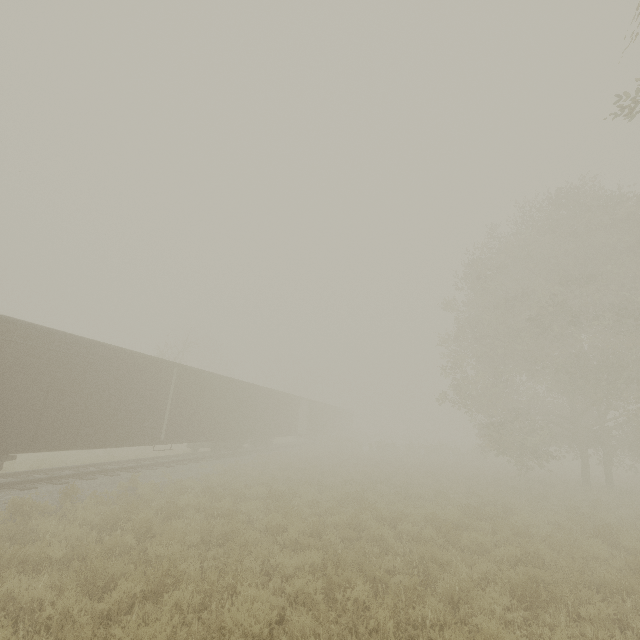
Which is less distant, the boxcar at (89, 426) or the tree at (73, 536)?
the tree at (73, 536)

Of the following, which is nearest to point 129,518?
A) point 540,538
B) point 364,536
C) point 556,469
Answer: point 364,536

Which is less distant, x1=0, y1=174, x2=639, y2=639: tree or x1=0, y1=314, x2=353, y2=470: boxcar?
x1=0, y1=174, x2=639, y2=639: tree
